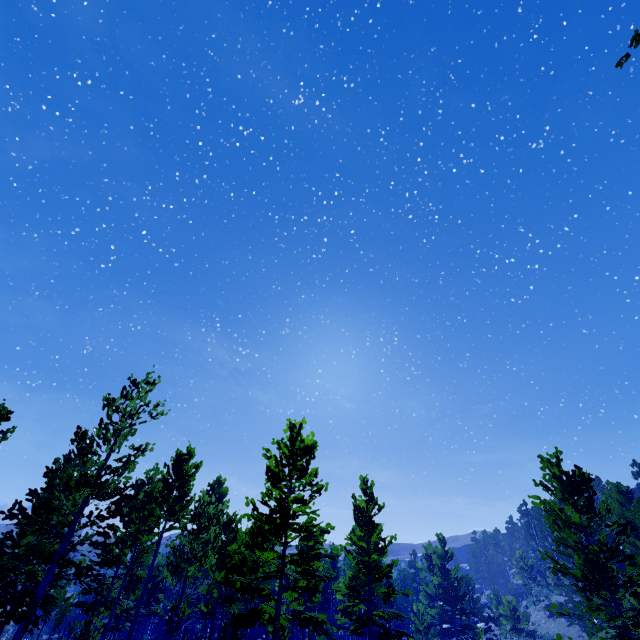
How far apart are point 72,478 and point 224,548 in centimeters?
966cm
